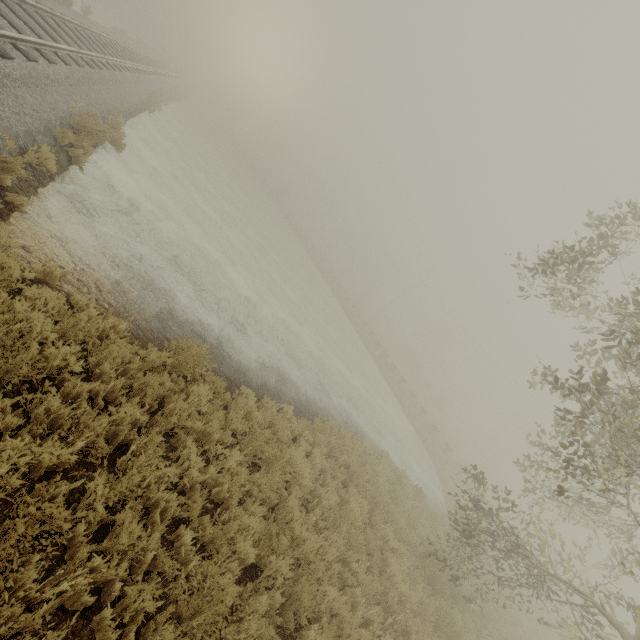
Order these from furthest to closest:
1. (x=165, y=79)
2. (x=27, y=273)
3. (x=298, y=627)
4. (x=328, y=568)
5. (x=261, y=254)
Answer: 1. (x=165, y=79)
2. (x=261, y=254)
3. (x=328, y=568)
4. (x=298, y=627)
5. (x=27, y=273)
